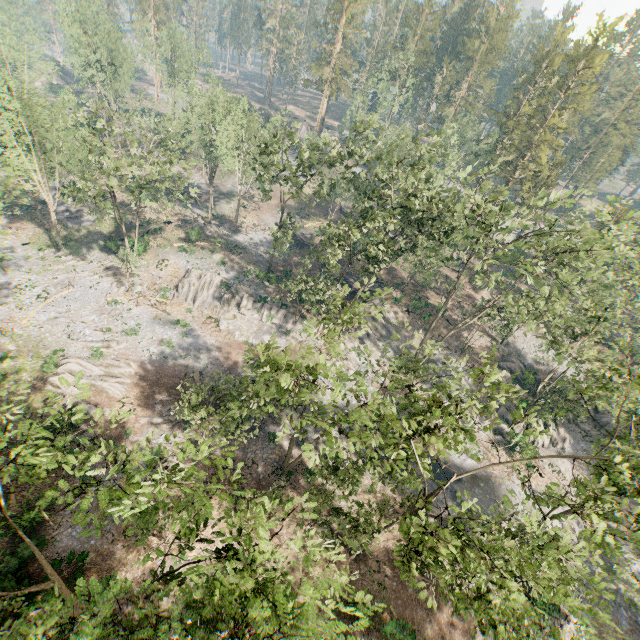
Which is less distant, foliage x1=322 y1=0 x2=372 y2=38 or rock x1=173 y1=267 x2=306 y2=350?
rock x1=173 y1=267 x2=306 y2=350

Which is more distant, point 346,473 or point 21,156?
point 21,156

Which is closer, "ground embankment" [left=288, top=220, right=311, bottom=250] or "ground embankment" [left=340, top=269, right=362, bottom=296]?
"ground embankment" [left=340, top=269, right=362, bottom=296]

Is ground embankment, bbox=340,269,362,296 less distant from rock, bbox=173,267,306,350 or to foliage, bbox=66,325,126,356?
foliage, bbox=66,325,126,356

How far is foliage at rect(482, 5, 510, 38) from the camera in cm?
5806

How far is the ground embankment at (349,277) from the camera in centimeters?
4803cm

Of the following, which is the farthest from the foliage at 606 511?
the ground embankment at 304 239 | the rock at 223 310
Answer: the ground embankment at 304 239

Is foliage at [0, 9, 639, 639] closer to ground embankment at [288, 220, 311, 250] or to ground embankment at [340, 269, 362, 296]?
ground embankment at [340, 269, 362, 296]
